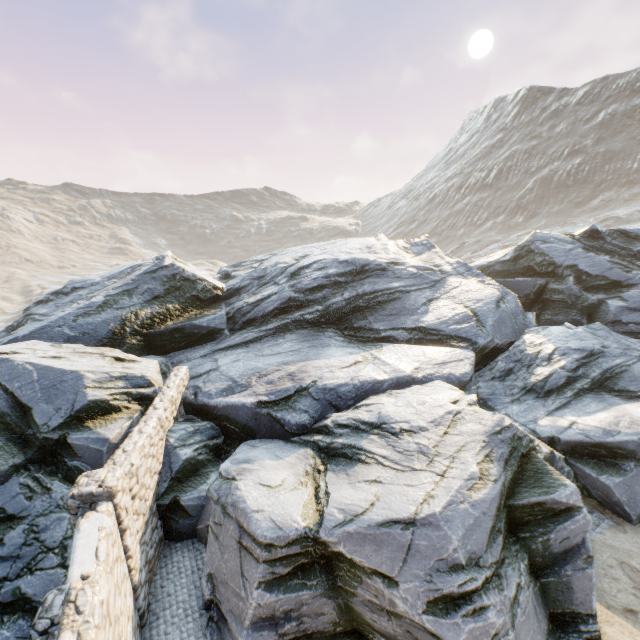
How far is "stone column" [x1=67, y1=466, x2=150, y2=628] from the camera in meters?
5.3

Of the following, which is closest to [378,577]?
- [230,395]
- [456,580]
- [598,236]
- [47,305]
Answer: [456,580]

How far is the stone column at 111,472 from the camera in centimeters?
534cm
